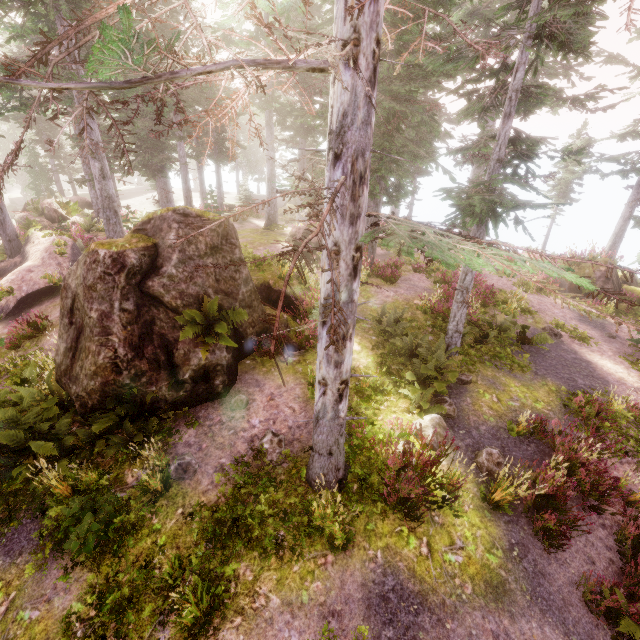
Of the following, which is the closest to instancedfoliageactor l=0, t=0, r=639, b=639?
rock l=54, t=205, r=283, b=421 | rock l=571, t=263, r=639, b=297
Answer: rock l=54, t=205, r=283, b=421

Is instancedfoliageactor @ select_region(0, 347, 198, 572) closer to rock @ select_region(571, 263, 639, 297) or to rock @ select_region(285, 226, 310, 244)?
rock @ select_region(571, 263, 639, 297)

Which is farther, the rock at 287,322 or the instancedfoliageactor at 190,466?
the rock at 287,322

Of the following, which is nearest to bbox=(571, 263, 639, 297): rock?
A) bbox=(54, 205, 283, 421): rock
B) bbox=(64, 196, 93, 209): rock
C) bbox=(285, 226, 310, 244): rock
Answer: bbox=(285, 226, 310, 244): rock

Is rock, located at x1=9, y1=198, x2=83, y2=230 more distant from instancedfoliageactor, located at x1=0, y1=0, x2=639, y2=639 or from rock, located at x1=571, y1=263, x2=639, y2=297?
rock, located at x1=571, y1=263, x2=639, y2=297

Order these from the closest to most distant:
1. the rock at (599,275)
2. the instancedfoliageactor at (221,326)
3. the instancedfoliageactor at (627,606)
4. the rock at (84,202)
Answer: the instancedfoliageactor at (627,606), the instancedfoliageactor at (221,326), the rock at (599,275), the rock at (84,202)

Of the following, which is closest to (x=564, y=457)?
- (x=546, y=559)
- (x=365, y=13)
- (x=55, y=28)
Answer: (x=546, y=559)

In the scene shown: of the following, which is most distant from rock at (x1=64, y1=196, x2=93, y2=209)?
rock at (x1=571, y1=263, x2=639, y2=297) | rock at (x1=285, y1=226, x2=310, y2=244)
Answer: rock at (x1=571, y1=263, x2=639, y2=297)
